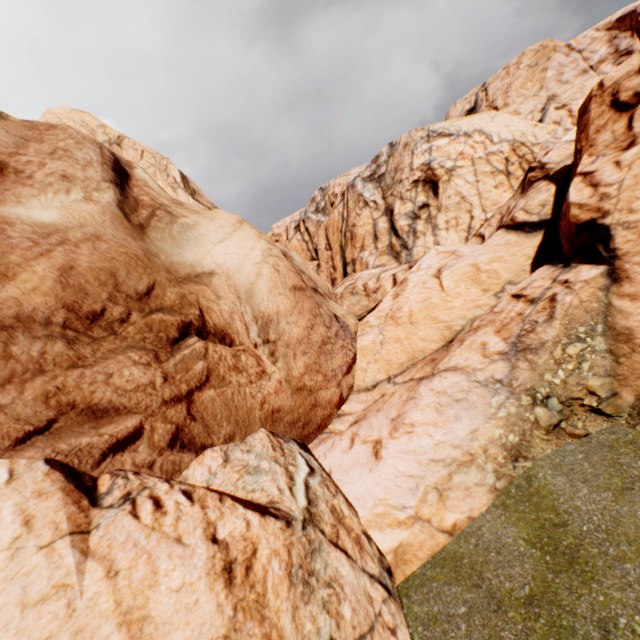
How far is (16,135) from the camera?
6.8 meters
